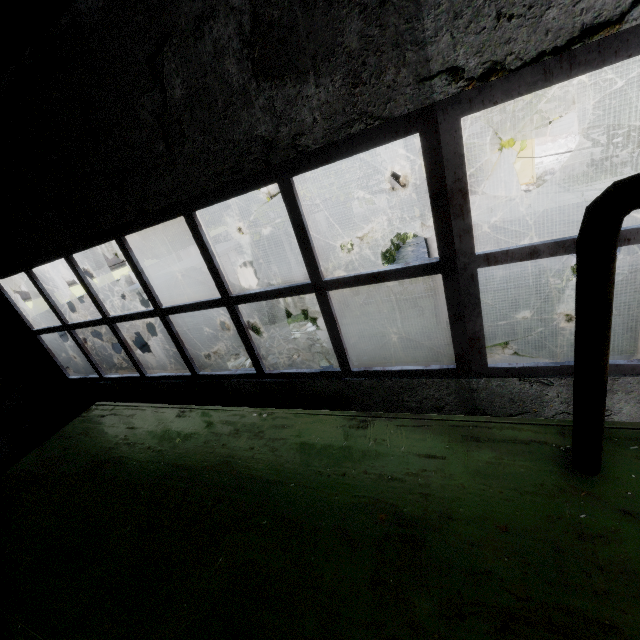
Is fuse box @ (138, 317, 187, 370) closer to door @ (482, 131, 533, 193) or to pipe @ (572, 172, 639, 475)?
pipe @ (572, 172, 639, 475)

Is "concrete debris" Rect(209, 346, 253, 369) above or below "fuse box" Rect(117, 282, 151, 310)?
below

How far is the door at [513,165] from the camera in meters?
20.0

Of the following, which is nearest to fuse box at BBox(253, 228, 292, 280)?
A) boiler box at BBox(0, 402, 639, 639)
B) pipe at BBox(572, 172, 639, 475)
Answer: pipe at BBox(572, 172, 639, 475)

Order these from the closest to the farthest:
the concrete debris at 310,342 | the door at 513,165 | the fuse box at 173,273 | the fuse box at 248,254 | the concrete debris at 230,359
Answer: the concrete debris at 310,342
the concrete debris at 230,359
the fuse box at 173,273
the fuse box at 248,254
the door at 513,165

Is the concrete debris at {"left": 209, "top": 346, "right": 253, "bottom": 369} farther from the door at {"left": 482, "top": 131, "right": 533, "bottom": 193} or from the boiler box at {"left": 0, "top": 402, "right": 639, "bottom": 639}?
the door at {"left": 482, "top": 131, "right": 533, "bottom": 193}

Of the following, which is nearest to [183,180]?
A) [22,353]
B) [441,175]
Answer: [441,175]
